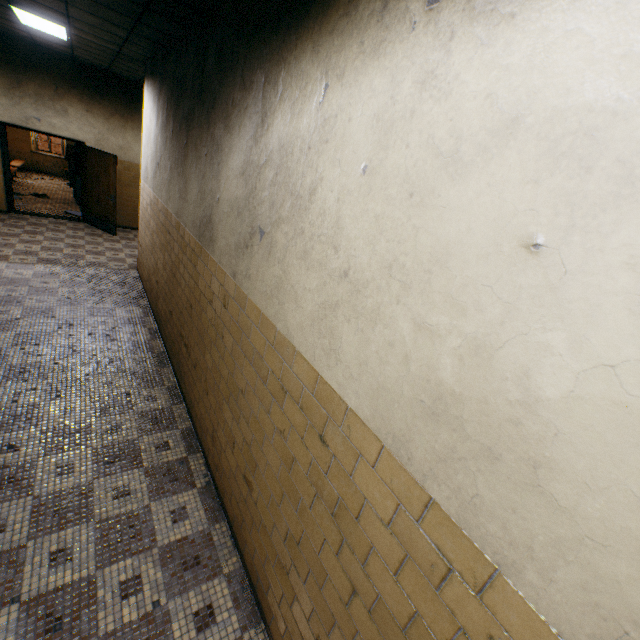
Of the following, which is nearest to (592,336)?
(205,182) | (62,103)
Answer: (205,182)

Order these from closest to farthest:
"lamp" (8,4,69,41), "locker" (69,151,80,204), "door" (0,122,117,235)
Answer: "lamp" (8,4,69,41) → "door" (0,122,117,235) → "locker" (69,151,80,204)

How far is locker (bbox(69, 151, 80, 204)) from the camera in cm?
1065

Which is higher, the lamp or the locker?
the lamp

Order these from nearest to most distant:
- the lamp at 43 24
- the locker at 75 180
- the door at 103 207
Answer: the lamp at 43 24, the door at 103 207, the locker at 75 180

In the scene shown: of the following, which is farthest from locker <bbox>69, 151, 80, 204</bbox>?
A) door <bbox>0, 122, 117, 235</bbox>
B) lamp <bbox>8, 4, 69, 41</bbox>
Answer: lamp <bbox>8, 4, 69, 41</bbox>

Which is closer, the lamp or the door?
the lamp

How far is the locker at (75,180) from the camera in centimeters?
1065cm
